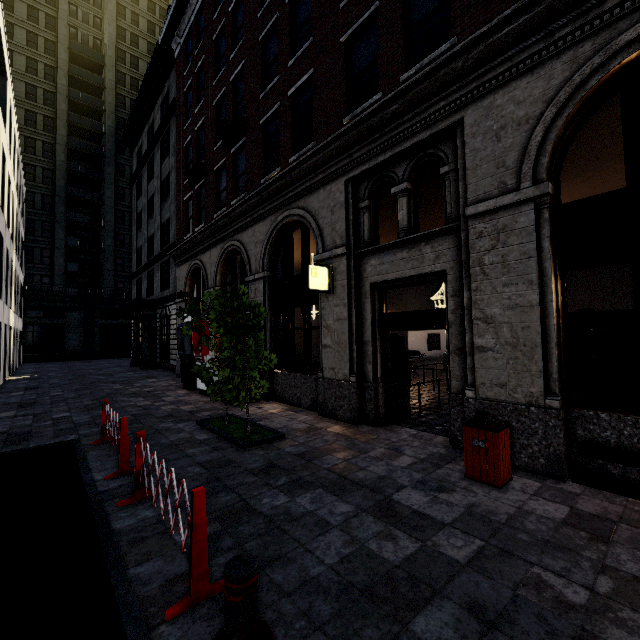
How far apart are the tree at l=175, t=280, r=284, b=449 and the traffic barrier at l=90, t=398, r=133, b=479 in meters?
1.6

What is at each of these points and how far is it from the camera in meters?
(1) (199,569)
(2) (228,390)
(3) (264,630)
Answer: (1) traffic barricade, 2.6
(2) tree, 6.7
(3) metal bar, 2.3

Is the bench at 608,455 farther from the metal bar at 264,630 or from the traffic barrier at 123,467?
the traffic barrier at 123,467

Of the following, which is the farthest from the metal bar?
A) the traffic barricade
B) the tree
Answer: the tree

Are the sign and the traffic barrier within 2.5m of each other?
no

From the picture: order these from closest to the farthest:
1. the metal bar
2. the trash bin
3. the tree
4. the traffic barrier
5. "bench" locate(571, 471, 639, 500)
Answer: the metal bar → "bench" locate(571, 471, 639, 500) → the trash bin → the traffic barrier → the tree

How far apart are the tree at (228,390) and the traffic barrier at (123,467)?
1.6m

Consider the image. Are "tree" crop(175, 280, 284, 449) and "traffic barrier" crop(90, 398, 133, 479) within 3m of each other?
yes
